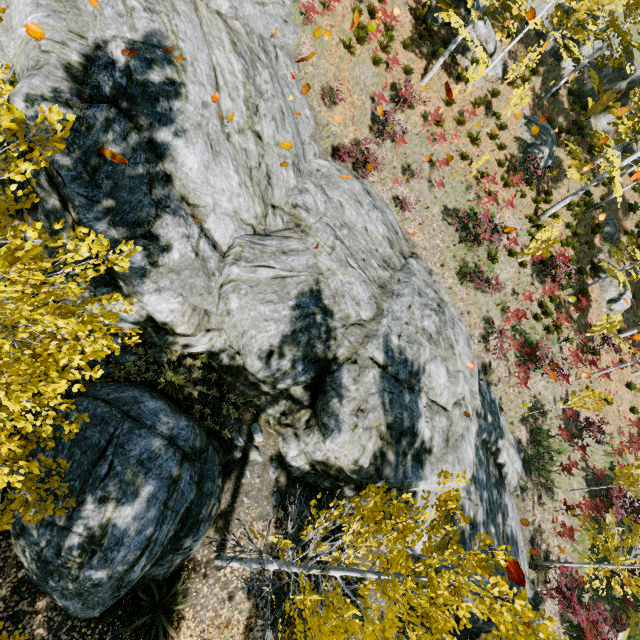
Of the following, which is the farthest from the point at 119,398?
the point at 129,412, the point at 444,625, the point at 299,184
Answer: the point at 299,184

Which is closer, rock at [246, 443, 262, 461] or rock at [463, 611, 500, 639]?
rock at [246, 443, 262, 461]

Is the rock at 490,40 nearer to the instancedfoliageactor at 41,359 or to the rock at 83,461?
the instancedfoliageactor at 41,359

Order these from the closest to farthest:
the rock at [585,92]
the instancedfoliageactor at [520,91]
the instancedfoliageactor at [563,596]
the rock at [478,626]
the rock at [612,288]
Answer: the rock at [478,626]
the instancedfoliageactor at [563,596]
the instancedfoliageactor at [520,91]
the rock at [612,288]
the rock at [585,92]

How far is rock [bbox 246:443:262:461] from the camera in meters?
9.0 m

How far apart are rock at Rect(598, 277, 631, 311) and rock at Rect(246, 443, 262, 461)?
23.1 meters

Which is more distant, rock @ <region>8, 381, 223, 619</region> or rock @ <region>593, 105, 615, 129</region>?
rock @ <region>593, 105, 615, 129</region>

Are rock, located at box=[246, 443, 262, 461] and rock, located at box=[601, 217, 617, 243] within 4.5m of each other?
no
